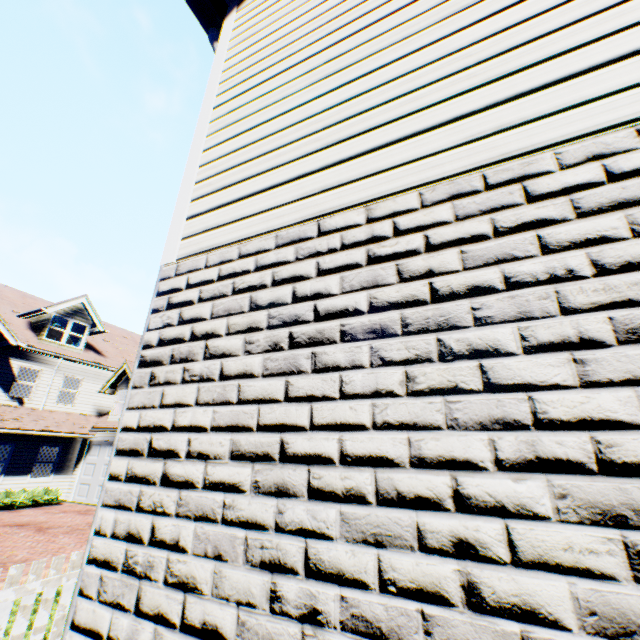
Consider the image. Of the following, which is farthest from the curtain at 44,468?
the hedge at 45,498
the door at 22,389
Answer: the door at 22,389

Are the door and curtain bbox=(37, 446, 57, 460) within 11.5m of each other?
yes

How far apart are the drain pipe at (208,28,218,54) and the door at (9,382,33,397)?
21.6m

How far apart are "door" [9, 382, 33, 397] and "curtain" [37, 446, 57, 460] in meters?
3.2

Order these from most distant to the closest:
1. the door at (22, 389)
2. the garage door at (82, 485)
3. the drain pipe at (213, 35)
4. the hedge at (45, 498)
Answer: the door at (22, 389) < the garage door at (82, 485) < the hedge at (45, 498) < the drain pipe at (213, 35)

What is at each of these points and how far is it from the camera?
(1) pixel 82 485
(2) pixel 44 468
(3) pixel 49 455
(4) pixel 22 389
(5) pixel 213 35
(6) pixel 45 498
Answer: (1) garage door, 16.1m
(2) curtain, 16.0m
(3) curtain, 16.2m
(4) door, 17.6m
(5) drain pipe, 3.5m
(6) hedge, 15.0m

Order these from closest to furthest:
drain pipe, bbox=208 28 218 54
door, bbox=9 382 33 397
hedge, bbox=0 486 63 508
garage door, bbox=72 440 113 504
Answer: drain pipe, bbox=208 28 218 54 < hedge, bbox=0 486 63 508 < garage door, bbox=72 440 113 504 < door, bbox=9 382 33 397

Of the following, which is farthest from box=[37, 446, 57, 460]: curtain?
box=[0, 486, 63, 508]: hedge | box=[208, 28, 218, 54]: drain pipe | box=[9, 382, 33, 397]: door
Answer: box=[208, 28, 218, 54]: drain pipe
